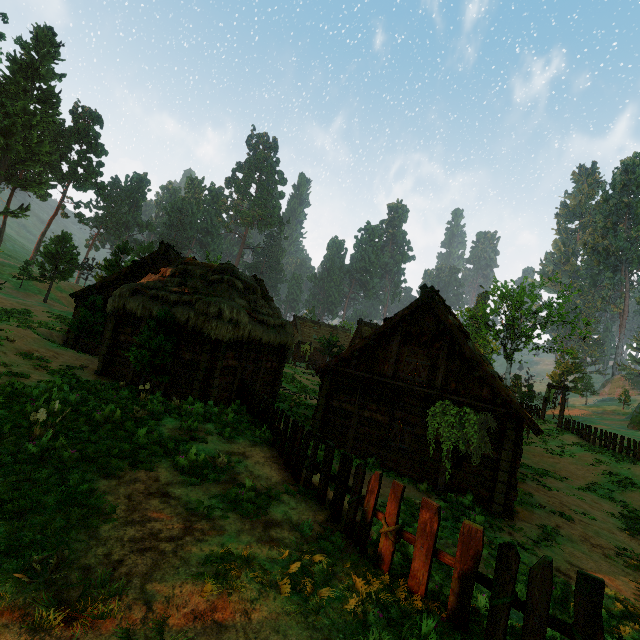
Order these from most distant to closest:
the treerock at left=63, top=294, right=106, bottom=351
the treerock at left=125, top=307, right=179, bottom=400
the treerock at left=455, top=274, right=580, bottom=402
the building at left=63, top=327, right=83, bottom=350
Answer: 1. the treerock at left=455, top=274, right=580, bottom=402
2. the building at left=63, top=327, right=83, bottom=350
3. the treerock at left=63, top=294, right=106, bottom=351
4. the treerock at left=125, top=307, right=179, bottom=400

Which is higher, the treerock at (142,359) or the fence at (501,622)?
the treerock at (142,359)

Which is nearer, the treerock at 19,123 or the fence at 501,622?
the fence at 501,622

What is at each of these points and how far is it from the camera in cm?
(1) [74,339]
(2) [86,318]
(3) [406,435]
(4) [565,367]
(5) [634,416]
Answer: (1) building, 2008
(2) treerock, 1881
(3) bp, 1348
(4) treerock, 5909
(5) rock, 4141

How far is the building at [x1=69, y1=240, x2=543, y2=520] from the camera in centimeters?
1191cm

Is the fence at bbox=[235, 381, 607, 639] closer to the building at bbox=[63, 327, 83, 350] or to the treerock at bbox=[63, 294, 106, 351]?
the building at bbox=[63, 327, 83, 350]

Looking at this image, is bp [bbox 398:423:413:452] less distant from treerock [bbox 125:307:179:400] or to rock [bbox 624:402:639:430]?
treerock [bbox 125:307:179:400]

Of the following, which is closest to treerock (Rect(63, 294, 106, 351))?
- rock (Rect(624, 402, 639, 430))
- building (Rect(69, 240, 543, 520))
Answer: building (Rect(69, 240, 543, 520))
